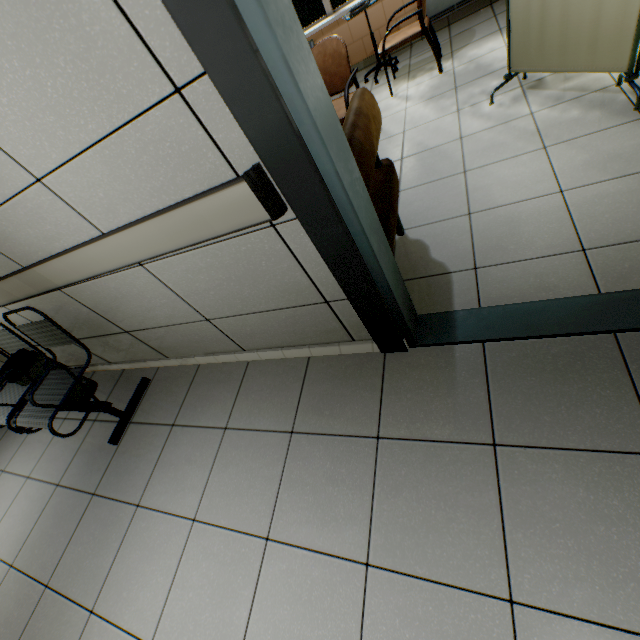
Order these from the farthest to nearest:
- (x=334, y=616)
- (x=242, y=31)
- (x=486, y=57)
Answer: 1. (x=486, y=57)
2. (x=334, y=616)
3. (x=242, y=31)

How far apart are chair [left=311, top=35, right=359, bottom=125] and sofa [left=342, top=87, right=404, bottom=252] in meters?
1.2 m

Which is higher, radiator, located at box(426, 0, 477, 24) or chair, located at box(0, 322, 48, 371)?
chair, located at box(0, 322, 48, 371)

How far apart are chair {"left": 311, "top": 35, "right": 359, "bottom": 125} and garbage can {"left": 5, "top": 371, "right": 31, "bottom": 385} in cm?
314

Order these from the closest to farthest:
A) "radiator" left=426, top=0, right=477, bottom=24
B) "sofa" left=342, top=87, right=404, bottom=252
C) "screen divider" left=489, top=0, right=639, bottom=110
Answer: "sofa" left=342, top=87, right=404, bottom=252 < "screen divider" left=489, top=0, right=639, bottom=110 < "radiator" left=426, top=0, right=477, bottom=24

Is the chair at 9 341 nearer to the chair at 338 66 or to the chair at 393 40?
the chair at 338 66

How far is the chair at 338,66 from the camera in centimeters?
293cm
